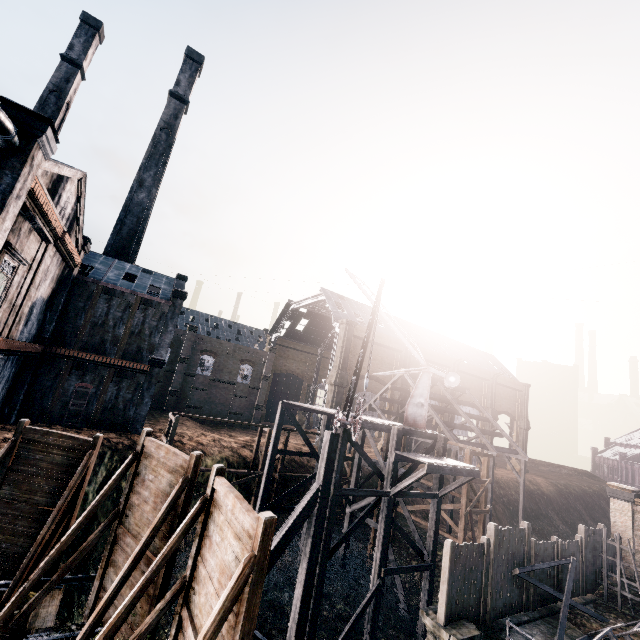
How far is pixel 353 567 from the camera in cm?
2677

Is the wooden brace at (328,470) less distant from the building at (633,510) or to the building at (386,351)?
the building at (633,510)

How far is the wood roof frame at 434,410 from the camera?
32.34m

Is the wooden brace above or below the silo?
below

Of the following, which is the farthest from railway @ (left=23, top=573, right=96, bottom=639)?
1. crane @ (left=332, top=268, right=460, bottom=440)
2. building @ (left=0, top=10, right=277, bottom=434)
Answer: building @ (left=0, top=10, right=277, bottom=434)

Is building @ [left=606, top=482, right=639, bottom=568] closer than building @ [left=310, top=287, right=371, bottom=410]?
Yes

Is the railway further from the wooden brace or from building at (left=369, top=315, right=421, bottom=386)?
building at (left=369, top=315, right=421, bottom=386)

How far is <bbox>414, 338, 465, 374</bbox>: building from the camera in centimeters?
5535cm
